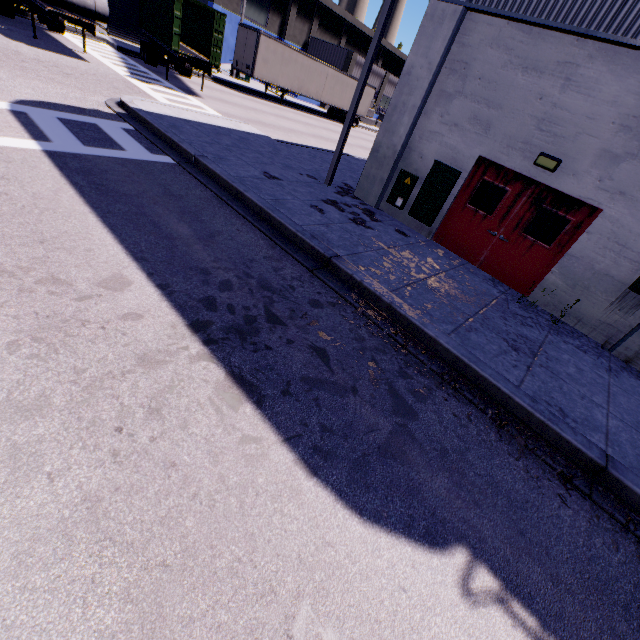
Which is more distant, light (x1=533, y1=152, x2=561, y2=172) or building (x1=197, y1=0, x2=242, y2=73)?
building (x1=197, y1=0, x2=242, y2=73)

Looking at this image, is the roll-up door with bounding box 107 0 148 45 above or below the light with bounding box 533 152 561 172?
below

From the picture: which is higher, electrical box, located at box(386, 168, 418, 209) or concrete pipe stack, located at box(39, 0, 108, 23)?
concrete pipe stack, located at box(39, 0, 108, 23)

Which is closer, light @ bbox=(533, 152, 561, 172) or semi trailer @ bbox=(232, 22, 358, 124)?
light @ bbox=(533, 152, 561, 172)

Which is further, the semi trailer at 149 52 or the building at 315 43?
the building at 315 43

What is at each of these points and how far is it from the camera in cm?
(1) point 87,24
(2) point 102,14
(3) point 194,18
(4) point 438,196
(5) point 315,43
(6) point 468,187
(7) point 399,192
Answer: (1) semi trailer, 1388
(2) concrete pipe stack, 1330
(3) cargo container, 1853
(4) electrical box, 880
(5) building, 4219
(6) door, 853
(7) electrical box, 948

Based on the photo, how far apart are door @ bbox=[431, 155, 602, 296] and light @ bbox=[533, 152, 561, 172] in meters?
0.3

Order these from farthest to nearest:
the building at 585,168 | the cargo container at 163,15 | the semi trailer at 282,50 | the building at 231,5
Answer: the building at 231,5
the semi trailer at 282,50
the cargo container at 163,15
the building at 585,168
